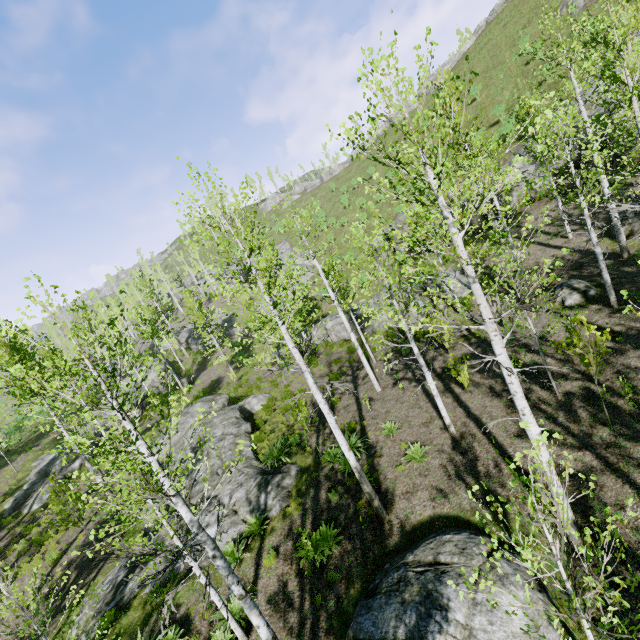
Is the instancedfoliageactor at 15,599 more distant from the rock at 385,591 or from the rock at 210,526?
the rock at 210,526

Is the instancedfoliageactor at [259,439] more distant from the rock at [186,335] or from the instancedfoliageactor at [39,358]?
the rock at [186,335]

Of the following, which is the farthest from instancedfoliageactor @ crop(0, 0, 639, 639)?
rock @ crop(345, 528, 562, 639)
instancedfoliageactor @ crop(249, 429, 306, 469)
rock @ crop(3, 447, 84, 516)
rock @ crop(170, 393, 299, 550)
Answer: instancedfoliageactor @ crop(249, 429, 306, 469)

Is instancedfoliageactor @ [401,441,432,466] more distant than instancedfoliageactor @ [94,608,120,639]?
Yes

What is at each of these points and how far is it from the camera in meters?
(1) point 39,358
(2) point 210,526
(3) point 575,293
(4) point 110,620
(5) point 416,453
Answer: (1) instancedfoliageactor, 34.6 m
(2) rock, 12.2 m
(3) rock, 13.4 m
(4) instancedfoliageactor, 10.1 m
(5) instancedfoliageactor, 10.6 m

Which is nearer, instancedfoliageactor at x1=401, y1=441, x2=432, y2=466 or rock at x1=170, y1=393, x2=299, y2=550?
instancedfoliageactor at x1=401, y1=441, x2=432, y2=466

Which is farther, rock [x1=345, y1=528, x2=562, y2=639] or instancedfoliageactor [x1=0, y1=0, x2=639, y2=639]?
rock [x1=345, y1=528, x2=562, y2=639]

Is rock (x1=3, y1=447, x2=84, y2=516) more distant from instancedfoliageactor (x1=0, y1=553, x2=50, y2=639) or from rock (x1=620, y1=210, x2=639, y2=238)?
rock (x1=620, y1=210, x2=639, y2=238)
